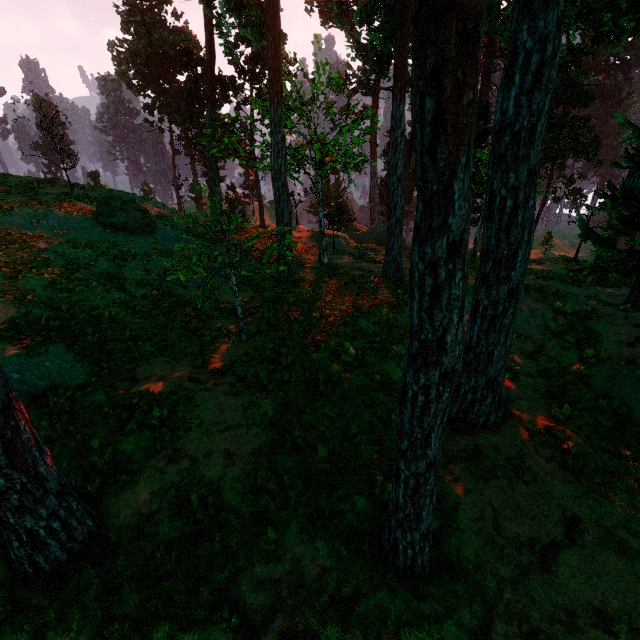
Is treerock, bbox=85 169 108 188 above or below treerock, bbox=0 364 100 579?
above

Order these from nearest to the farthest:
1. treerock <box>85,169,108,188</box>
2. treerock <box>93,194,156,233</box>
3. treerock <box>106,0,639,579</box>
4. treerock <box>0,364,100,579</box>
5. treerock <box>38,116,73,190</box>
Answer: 1. treerock <box>106,0,639,579</box>
2. treerock <box>0,364,100,579</box>
3. treerock <box>93,194,156,233</box>
4. treerock <box>38,116,73,190</box>
5. treerock <box>85,169,108,188</box>

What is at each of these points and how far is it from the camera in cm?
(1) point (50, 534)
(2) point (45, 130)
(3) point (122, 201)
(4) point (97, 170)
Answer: (1) treerock, 496
(2) treerock, 2119
(3) treerock, 1770
(4) treerock, 5119

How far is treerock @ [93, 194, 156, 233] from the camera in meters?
17.5

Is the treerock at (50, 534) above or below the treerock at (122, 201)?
below

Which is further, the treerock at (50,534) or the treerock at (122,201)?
the treerock at (122,201)
